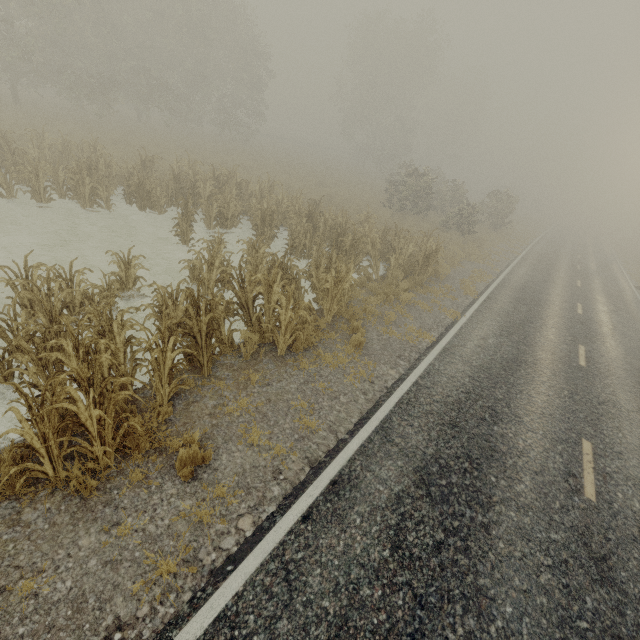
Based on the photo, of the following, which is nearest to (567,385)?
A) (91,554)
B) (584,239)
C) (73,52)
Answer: (91,554)
